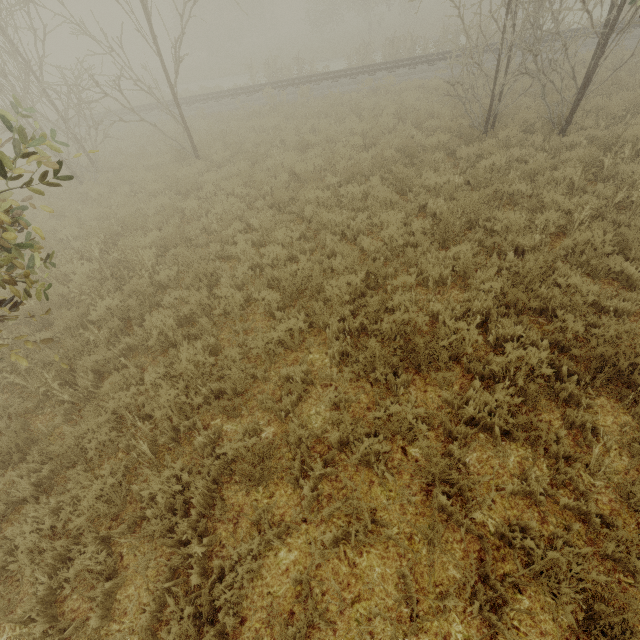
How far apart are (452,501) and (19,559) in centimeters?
448cm

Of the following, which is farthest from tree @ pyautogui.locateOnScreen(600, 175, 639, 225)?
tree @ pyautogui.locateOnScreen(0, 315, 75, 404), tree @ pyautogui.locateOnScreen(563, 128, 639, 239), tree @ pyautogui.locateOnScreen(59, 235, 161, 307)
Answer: tree @ pyautogui.locateOnScreen(0, 315, 75, 404)

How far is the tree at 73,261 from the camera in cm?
635

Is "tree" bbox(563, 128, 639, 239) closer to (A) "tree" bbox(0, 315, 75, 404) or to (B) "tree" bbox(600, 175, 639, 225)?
(B) "tree" bbox(600, 175, 639, 225)

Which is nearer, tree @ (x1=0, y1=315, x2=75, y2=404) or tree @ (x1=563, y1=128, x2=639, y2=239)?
tree @ (x1=0, y1=315, x2=75, y2=404)

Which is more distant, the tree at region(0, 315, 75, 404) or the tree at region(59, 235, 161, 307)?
the tree at region(59, 235, 161, 307)

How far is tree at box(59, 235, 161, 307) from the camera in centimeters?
635cm

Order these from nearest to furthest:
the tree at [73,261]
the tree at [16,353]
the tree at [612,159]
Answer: the tree at [16,353] < the tree at [612,159] < the tree at [73,261]
